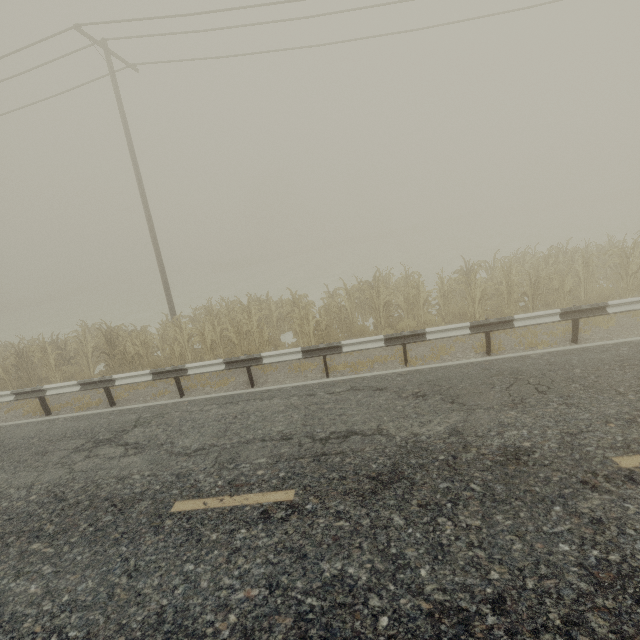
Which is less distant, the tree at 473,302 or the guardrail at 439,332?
the guardrail at 439,332

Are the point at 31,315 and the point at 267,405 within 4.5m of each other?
no

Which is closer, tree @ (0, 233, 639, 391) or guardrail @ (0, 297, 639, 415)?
guardrail @ (0, 297, 639, 415)
